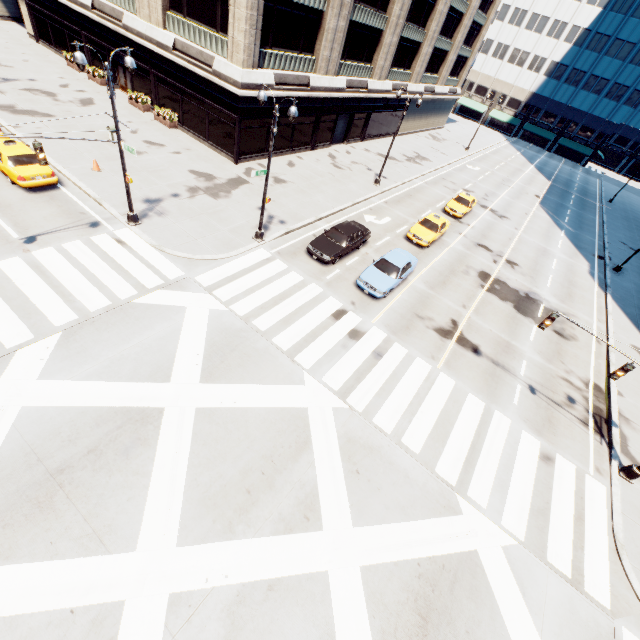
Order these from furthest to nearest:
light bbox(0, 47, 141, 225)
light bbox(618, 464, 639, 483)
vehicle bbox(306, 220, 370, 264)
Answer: vehicle bbox(306, 220, 370, 264) → light bbox(618, 464, 639, 483) → light bbox(0, 47, 141, 225)

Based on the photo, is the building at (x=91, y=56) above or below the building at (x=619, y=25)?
below

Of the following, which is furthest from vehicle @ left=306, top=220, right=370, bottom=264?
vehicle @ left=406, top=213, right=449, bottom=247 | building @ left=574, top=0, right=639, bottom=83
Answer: building @ left=574, top=0, right=639, bottom=83

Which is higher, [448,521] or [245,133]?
[245,133]

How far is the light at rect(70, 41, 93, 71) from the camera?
11.6 meters

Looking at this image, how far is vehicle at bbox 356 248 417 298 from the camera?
17.61m

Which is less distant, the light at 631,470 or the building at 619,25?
the light at 631,470

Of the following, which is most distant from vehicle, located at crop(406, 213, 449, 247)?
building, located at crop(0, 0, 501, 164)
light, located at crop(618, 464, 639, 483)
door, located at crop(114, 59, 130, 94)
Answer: door, located at crop(114, 59, 130, 94)
